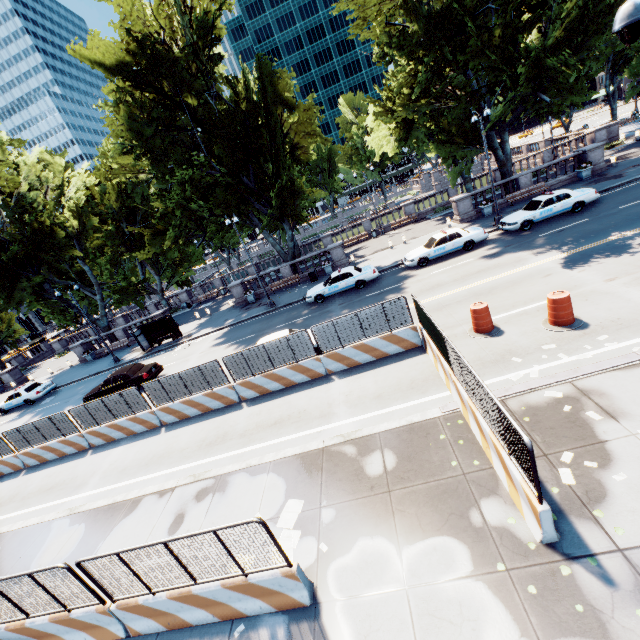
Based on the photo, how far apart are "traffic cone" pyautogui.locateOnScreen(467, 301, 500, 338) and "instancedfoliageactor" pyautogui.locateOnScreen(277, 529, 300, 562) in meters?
8.0 m

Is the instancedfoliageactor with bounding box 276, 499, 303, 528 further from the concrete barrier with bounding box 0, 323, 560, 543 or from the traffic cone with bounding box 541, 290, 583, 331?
the traffic cone with bounding box 541, 290, 583, 331

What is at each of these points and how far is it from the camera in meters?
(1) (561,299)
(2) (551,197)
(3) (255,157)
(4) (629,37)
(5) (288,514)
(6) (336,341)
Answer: (1) traffic cone, 10.0 m
(2) vehicle, 19.3 m
(3) tree, 25.8 m
(4) light, 5.1 m
(5) instancedfoliageactor, 7.6 m
(6) fence, 12.9 m

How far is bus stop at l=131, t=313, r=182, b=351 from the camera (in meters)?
27.22

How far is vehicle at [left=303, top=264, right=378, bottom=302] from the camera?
21.45m

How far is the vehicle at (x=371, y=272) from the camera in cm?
2145

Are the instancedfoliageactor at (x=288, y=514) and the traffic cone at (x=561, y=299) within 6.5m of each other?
no

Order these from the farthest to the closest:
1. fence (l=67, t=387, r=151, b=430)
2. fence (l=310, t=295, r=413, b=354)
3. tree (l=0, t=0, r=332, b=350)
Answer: tree (l=0, t=0, r=332, b=350), fence (l=67, t=387, r=151, b=430), fence (l=310, t=295, r=413, b=354)
